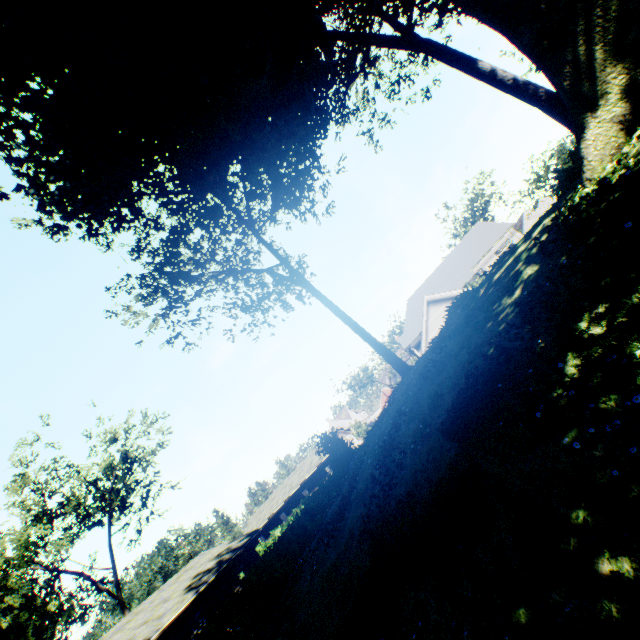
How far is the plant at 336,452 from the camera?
10.3m

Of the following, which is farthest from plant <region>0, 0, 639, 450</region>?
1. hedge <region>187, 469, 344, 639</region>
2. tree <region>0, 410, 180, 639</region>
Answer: tree <region>0, 410, 180, 639</region>

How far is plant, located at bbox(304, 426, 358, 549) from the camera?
10.3m

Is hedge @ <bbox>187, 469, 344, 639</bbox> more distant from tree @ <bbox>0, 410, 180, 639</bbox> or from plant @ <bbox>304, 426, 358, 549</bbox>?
tree @ <bbox>0, 410, 180, 639</bbox>

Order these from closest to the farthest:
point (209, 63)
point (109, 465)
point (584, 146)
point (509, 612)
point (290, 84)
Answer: point (509, 612) → point (584, 146) → point (209, 63) → point (290, 84) → point (109, 465)

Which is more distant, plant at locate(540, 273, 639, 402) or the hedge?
the hedge

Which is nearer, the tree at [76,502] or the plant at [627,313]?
the plant at [627,313]
